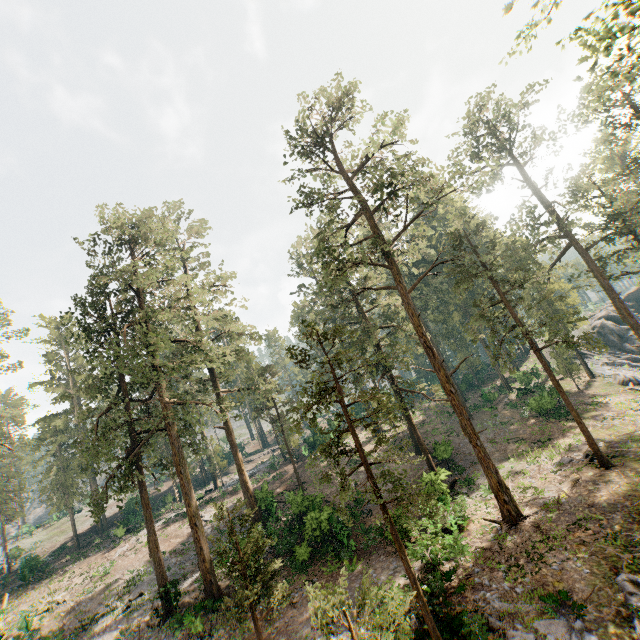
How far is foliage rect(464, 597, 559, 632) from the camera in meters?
11.4

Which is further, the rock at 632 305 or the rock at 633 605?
the rock at 632 305

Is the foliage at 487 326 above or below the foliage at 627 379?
above

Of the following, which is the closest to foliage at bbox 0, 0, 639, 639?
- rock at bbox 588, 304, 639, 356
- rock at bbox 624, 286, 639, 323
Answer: rock at bbox 588, 304, 639, 356

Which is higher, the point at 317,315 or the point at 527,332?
the point at 317,315

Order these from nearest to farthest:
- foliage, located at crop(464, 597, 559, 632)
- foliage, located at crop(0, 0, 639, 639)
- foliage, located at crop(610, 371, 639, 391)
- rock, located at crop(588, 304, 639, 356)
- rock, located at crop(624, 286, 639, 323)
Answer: foliage, located at crop(464, 597, 559, 632)
foliage, located at crop(0, 0, 639, 639)
foliage, located at crop(610, 371, 639, 391)
rock, located at crop(588, 304, 639, 356)
rock, located at crop(624, 286, 639, 323)
